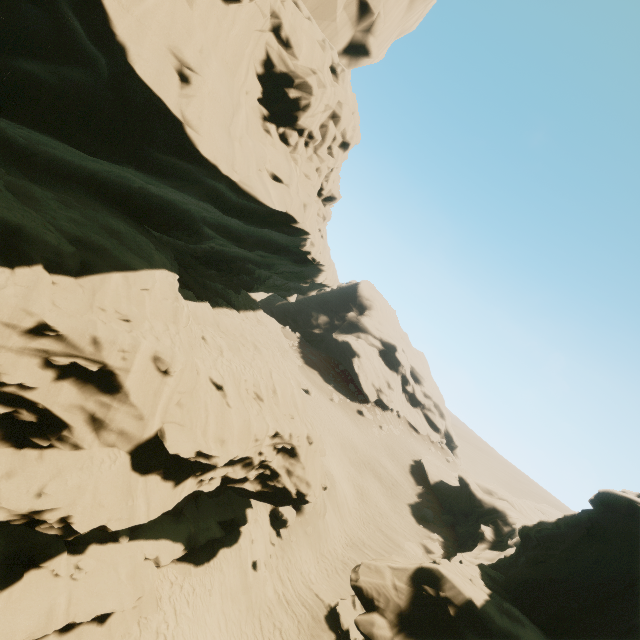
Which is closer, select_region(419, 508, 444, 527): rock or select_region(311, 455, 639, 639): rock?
select_region(311, 455, 639, 639): rock

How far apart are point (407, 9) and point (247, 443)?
30.9m

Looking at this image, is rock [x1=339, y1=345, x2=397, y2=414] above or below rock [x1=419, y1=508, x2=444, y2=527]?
above

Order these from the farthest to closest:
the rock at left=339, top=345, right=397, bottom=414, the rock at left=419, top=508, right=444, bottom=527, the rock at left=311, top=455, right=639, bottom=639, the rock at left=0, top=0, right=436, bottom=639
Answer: the rock at left=339, top=345, right=397, bottom=414 < the rock at left=419, top=508, right=444, bottom=527 < the rock at left=311, top=455, right=639, bottom=639 < the rock at left=0, top=0, right=436, bottom=639

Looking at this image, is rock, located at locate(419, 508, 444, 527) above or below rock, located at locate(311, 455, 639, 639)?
below

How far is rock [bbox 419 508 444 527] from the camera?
33.50m

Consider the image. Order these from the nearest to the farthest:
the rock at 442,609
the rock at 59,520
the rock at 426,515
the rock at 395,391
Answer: the rock at 59,520, the rock at 442,609, the rock at 426,515, the rock at 395,391

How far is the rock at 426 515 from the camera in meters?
33.5 m
